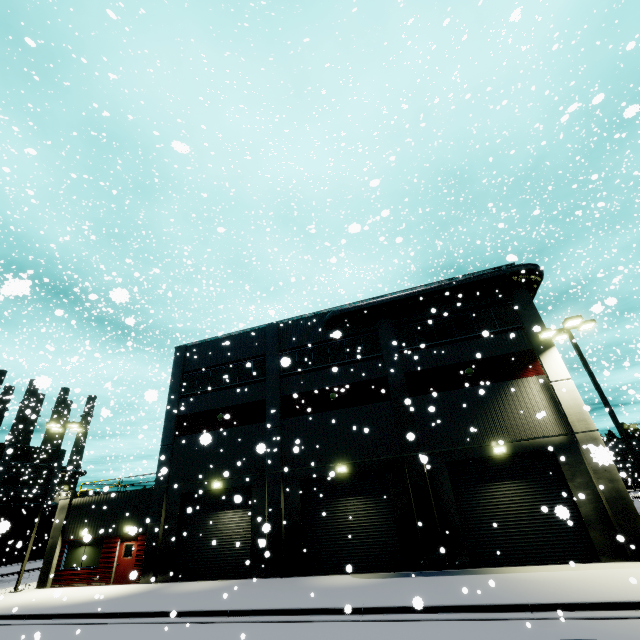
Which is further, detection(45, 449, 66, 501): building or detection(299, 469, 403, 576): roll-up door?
detection(45, 449, 66, 501): building

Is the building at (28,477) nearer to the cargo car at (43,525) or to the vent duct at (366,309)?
the vent duct at (366,309)

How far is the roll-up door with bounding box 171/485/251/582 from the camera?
17.6m

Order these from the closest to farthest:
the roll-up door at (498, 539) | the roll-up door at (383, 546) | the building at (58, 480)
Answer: the roll-up door at (498, 539), the roll-up door at (383, 546), the building at (58, 480)

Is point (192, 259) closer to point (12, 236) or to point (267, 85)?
point (267, 85)

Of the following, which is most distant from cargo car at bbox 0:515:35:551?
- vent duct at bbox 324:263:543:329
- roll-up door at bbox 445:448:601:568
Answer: vent duct at bbox 324:263:543:329

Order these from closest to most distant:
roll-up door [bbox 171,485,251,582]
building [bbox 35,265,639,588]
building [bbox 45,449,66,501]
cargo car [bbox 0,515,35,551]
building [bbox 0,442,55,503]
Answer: cargo car [bbox 0,515,35,551] < building [bbox 35,265,639,588] < roll-up door [bbox 171,485,251,582] < building [bbox 0,442,55,503] < building [bbox 45,449,66,501]

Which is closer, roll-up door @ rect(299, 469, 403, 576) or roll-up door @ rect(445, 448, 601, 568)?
roll-up door @ rect(445, 448, 601, 568)
